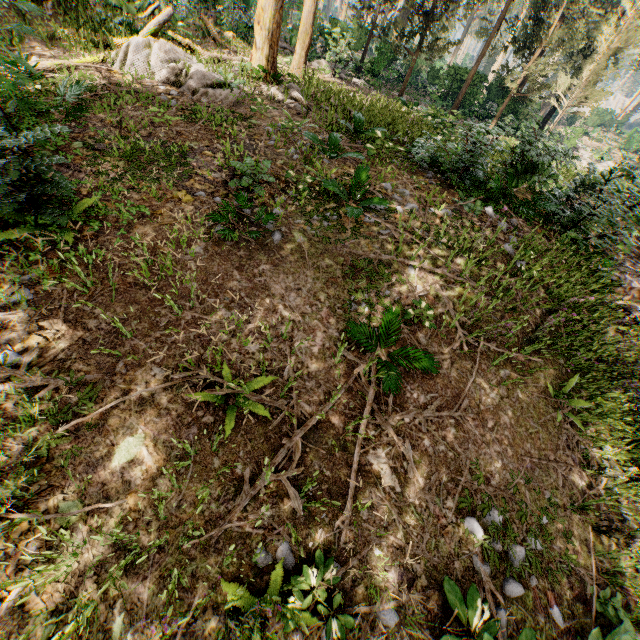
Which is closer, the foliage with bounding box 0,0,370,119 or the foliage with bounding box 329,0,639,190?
the foliage with bounding box 0,0,370,119

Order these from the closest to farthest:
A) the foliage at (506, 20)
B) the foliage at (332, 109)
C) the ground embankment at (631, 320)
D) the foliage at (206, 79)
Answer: the ground embankment at (631, 320) < the foliage at (206, 79) < the foliage at (332, 109) < the foliage at (506, 20)

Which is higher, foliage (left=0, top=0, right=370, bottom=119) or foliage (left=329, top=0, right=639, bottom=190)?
foliage (left=329, top=0, right=639, bottom=190)

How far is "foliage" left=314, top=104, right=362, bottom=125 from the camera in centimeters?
1048cm

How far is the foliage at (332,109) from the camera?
10.5m

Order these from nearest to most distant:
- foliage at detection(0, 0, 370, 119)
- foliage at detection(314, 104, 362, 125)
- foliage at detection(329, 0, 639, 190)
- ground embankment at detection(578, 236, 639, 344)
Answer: ground embankment at detection(578, 236, 639, 344) < foliage at detection(0, 0, 370, 119) < foliage at detection(314, 104, 362, 125) < foliage at detection(329, 0, 639, 190)

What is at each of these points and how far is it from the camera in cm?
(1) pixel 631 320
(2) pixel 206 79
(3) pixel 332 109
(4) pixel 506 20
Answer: (1) ground embankment, 734
(2) foliage, 962
(3) foliage, 1069
(4) foliage, 2111
